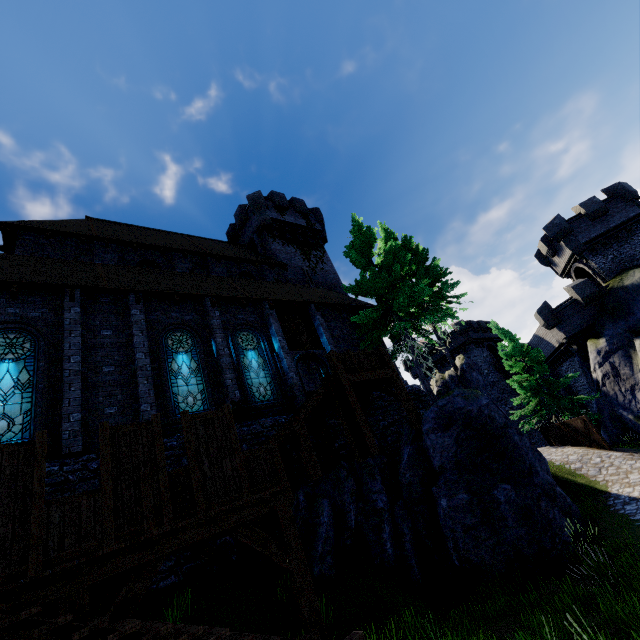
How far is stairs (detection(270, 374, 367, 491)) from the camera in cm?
977

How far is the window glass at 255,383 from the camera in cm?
1363

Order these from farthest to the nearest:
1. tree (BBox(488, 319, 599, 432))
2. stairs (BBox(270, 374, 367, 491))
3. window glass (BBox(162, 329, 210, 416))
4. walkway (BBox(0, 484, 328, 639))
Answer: tree (BBox(488, 319, 599, 432)), window glass (BBox(162, 329, 210, 416)), stairs (BBox(270, 374, 367, 491)), walkway (BBox(0, 484, 328, 639))

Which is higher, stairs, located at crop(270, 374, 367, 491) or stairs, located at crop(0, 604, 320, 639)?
stairs, located at crop(270, 374, 367, 491)

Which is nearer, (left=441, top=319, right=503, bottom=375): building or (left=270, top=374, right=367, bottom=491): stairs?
(left=270, top=374, right=367, bottom=491): stairs

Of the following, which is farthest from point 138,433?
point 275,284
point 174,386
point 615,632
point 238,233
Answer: point 238,233

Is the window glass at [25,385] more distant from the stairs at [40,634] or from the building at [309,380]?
the stairs at [40,634]

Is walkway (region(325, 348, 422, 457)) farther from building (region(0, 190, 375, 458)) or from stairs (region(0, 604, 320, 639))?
stairs (region(0, 604, 320, 639))
